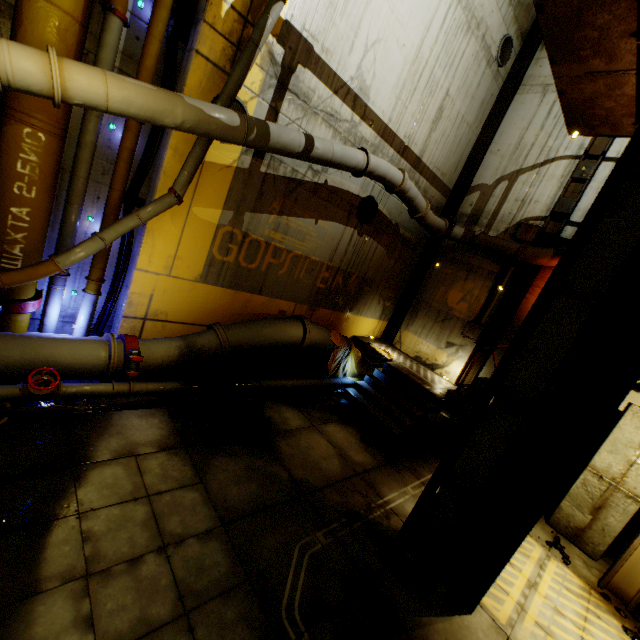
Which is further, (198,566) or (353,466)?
(353,466)

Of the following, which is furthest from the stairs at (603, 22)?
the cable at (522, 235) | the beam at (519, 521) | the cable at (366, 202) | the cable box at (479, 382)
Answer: the cable at (366, 202)

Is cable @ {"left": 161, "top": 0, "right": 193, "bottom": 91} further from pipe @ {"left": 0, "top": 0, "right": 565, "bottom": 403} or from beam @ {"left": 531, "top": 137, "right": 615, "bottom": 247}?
beam @ {"left": 531, "top": 137, "right": 615, "bottom": 247}

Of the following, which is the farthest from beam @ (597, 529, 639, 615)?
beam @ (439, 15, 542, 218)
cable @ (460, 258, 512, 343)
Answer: beam @ (439, 15, 542, 218)

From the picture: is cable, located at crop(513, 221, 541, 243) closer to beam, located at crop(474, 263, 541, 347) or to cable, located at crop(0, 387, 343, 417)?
beam, located at crop(474, 263, 541, 347)

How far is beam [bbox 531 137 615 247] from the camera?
9.1m

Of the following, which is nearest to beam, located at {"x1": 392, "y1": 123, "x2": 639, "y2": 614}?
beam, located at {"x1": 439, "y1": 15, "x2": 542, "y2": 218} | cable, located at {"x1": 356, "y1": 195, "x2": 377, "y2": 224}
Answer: cable, located at {"x1": 356, "y1": 195, "x2": 377, "y2": 224}

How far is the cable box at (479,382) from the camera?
4.5 meters
